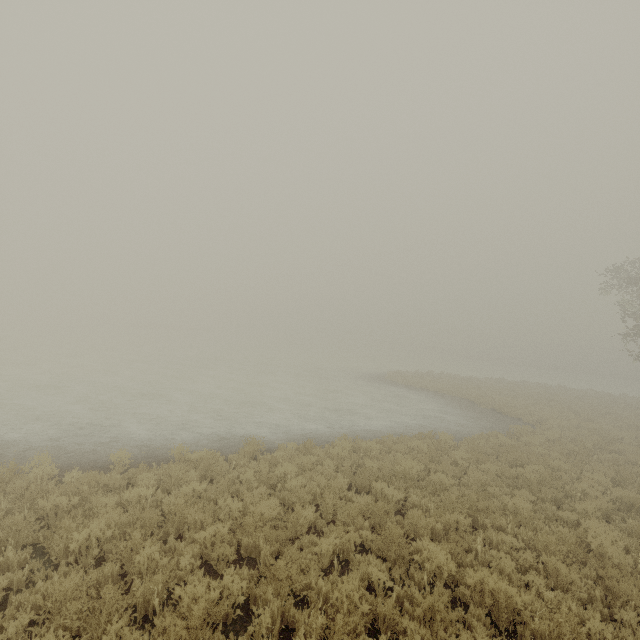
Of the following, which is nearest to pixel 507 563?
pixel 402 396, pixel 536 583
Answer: pixel 536 583
